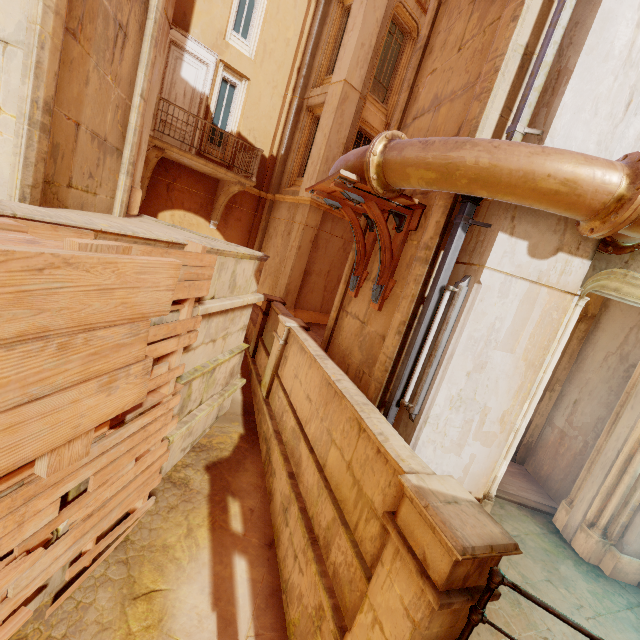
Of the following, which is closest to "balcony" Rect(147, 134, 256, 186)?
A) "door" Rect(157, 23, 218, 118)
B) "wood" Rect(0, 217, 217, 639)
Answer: A: "door" Rect(157, 23, 218, 118)

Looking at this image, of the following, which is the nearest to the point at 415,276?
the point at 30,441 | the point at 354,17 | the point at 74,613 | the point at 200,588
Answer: the point at 30,441

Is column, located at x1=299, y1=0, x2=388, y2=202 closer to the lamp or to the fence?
the lamp

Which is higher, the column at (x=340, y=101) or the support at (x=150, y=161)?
the column at (x=340, y=101)

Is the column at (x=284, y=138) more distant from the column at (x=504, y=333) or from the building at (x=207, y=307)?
the column at (x=504, y=333)

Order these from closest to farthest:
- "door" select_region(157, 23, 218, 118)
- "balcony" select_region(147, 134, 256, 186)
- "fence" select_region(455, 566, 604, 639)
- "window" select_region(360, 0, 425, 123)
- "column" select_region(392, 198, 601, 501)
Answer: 1. "fence" select_region(455, 566, 604, 639)
2. "column" select_region(392, 198, 601, 501)
3. "balcony" select_region(147, 134, 256, 186)
4. "door" select_region(157, 23, 218, 118)
5. "window" select_region(360, 0, 425, 123)

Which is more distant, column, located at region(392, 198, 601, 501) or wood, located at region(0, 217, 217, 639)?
column, located at region(392, 198, 601, 501)

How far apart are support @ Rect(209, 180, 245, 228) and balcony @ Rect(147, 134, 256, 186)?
0.15m
